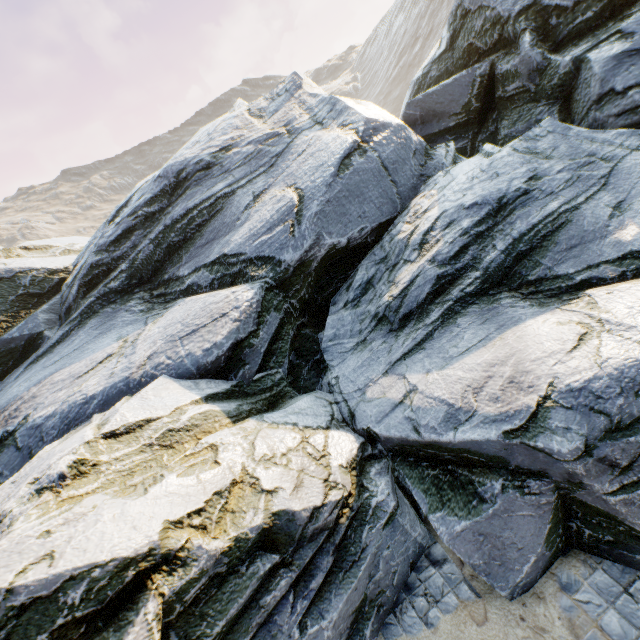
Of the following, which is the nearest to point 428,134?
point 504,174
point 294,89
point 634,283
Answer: point 294,89
